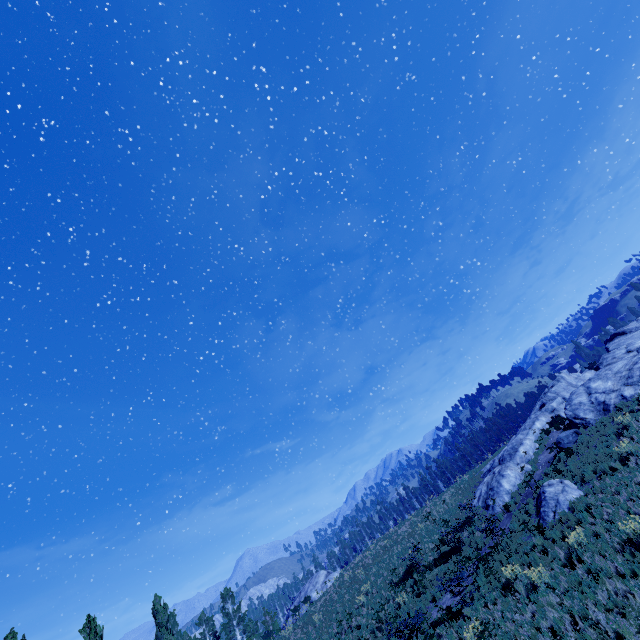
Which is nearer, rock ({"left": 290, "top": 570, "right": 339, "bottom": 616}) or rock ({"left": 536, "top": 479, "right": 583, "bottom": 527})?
rock ({"left": 536, "top": 479, "right": 583, "bottom": 527})

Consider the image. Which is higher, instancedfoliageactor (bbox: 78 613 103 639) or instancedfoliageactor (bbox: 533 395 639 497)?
instancedfoliageactor (bbox: 78 613 103 639)

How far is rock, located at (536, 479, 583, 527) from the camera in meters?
15.7

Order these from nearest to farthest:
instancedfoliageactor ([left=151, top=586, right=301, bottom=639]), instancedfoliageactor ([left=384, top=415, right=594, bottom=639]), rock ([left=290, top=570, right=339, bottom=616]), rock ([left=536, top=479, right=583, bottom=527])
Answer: instancedfoliageactor ([left=384, top=415, right=594, bottom=639]) < rock ([left=536, top=479, right=583, bottom=527]) < instancedfoliageactor ([left=151, top=586, right=301, bottom=639]) < rock ([left=290, top=570, right=339, bottom=616])

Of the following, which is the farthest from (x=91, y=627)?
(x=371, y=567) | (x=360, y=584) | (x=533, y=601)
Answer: (x=533, y=601)

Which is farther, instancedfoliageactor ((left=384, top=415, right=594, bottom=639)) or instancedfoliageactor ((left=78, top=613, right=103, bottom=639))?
instancedfoliageactor ((left=78, top=613, right=103, bottom=639))

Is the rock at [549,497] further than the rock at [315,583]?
No

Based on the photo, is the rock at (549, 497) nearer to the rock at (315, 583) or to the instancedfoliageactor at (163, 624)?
the instancedfoliageactor at (163, 624)
